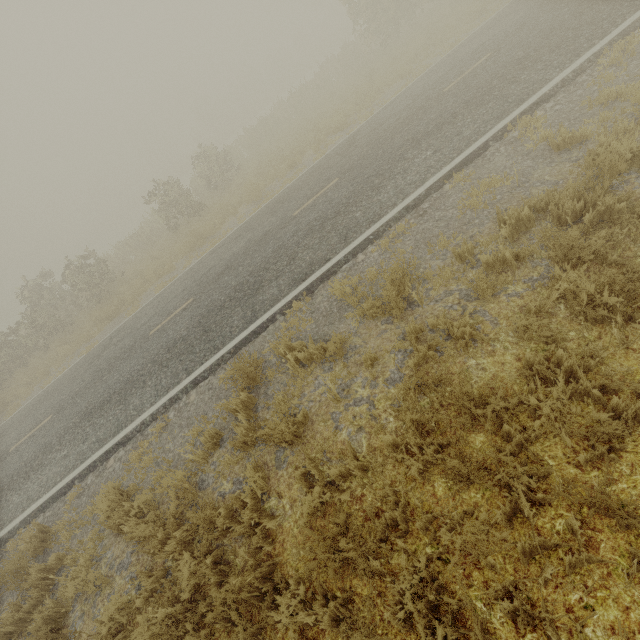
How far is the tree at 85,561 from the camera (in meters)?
4.80

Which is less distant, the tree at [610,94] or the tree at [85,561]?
the tree at [85,561]

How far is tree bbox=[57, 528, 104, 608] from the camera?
4.8 meters

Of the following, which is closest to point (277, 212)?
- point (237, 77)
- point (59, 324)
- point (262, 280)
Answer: point (262, 280)

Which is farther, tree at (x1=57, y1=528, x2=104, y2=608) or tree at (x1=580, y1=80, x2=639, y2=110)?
tree at (x1=580, y1=80, x2=639, y2=110)
